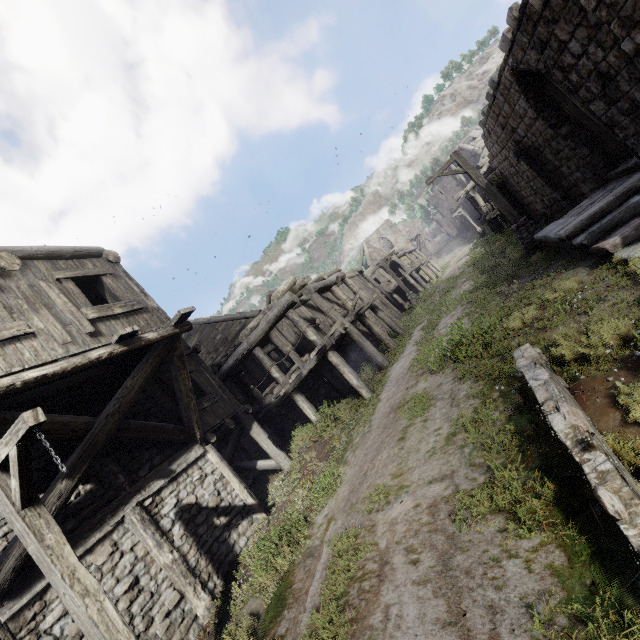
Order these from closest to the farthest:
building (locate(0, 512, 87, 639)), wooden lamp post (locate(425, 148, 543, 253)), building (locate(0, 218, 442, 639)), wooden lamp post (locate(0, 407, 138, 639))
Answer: wooden lamp post (locate(0, 407, 138, 639)), building (locate(0, 512, 87, 639)), building (locate(0, 218, 442, 639)), wooden lamp post (locate(425, 148, 543, 253))

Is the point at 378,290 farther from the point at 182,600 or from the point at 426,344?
the point at 182,600

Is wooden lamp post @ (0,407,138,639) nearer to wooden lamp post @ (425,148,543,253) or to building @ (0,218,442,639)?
building @ (0,218,442,639)

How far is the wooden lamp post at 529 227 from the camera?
11.59m

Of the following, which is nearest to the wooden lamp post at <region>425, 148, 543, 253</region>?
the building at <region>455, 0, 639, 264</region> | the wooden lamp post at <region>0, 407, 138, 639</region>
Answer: the building at <region>455, 0, 639, 264</region>

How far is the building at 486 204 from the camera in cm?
2188
